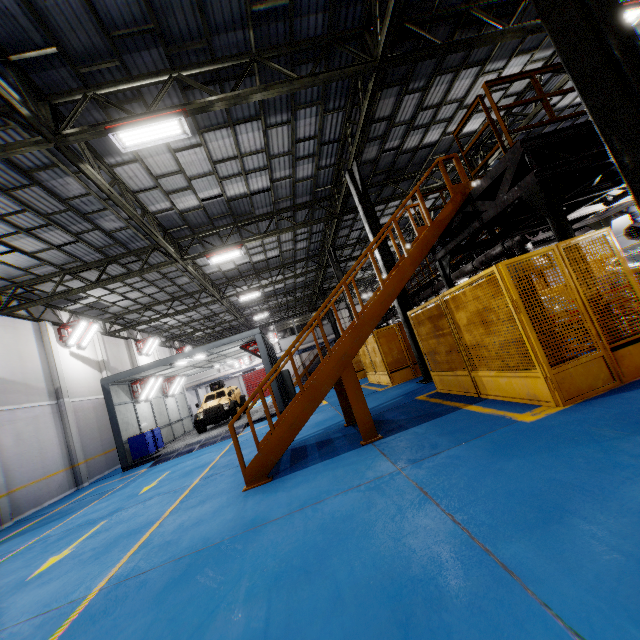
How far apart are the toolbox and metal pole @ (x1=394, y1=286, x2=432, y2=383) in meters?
12.9 m

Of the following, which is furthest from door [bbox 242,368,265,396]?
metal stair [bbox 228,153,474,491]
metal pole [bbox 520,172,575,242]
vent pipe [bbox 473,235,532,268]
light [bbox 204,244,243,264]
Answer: metal pole [bbox 520,172,575,242]

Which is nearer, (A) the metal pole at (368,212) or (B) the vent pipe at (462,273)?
(A) the metal pole at (368,212)

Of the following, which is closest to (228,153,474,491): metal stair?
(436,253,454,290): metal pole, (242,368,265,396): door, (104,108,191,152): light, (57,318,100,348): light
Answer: (436,253,454,290): metal pole

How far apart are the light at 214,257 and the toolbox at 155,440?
8.8m

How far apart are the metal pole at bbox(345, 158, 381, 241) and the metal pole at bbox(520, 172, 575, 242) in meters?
5.3

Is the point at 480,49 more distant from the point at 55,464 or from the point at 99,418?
the point at 99,418

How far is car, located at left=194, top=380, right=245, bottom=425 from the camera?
18.11m
